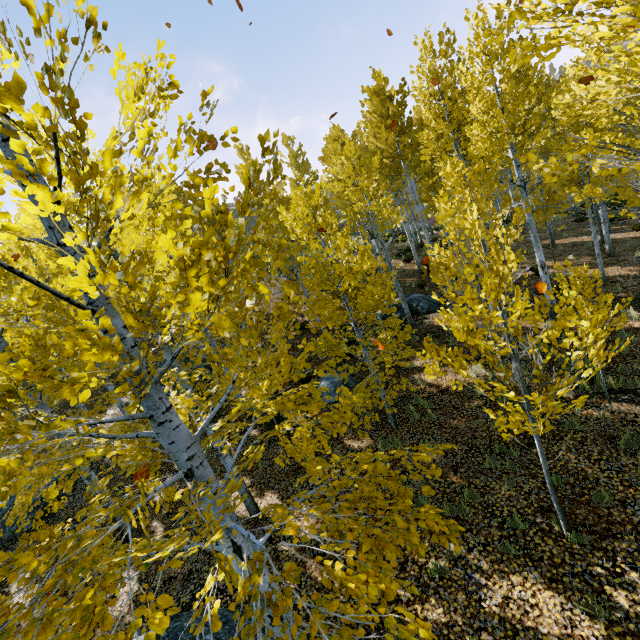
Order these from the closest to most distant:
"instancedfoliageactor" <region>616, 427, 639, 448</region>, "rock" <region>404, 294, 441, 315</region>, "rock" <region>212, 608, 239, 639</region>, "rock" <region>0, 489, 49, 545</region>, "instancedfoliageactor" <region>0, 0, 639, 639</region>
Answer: "instancedfoliageactor" <region>0, 0, 639, 639</region> → "rock" <region>212, 608, 239, 639</region> → "instancedfoliageactor" <region>616, 427, 639, 448</region> → "rock" <region>0, 489, 49, 545</region> → "rock" <region>404, 294, 441, 315</region>

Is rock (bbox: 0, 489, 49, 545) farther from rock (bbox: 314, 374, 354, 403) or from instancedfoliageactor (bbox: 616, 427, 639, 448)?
rock (bbox: 314, 374, 354, 403)

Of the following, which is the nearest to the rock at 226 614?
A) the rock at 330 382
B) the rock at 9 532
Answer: the rock at 330 382

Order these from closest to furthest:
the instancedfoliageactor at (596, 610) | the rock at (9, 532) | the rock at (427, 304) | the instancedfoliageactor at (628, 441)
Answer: the instancedfoliageactor at (596, 610), the instancedfoliageactor at (628, 441), the rock at (9, 532), the rock at (427, 304)

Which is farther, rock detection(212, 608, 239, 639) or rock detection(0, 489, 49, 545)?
rock detection(0, 489, 49, 545)

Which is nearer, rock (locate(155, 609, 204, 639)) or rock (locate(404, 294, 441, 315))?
rock (locate(155, 609, 204, 639))

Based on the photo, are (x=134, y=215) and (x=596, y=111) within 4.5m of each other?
no

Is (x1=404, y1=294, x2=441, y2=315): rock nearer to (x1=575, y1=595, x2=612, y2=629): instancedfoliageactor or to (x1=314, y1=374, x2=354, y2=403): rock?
(x1=575, y1=595, x2=612, y2=629): instancedfoliageactor
